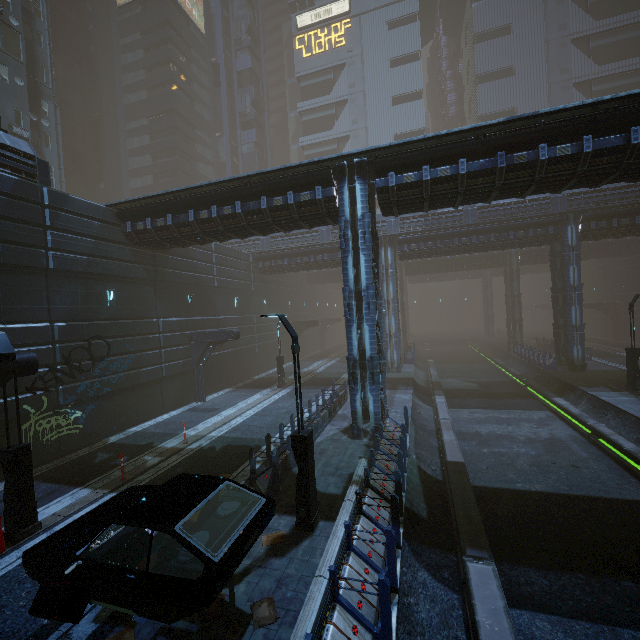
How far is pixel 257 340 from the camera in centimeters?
3150cm

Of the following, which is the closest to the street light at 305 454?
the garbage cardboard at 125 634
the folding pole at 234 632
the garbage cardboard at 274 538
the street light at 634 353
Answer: the garbage cardboard at 274 538

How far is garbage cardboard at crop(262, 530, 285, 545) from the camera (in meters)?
7.91

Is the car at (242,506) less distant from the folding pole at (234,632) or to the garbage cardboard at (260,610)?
the folding pole at (234,632)

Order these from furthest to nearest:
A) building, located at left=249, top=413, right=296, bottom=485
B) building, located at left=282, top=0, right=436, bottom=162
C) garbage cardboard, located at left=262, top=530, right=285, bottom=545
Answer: building, located at left=282, top=0, right=436, bottom=162
building, located at left=249, top=413, right=296, bottom=485
garbage cardboard, located at left=262, top=530, right=285, bottom=545

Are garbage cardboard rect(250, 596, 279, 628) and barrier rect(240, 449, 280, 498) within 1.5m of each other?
no

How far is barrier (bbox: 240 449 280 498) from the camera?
9.75m

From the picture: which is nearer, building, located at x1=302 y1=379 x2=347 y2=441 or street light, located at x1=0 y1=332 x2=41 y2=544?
street light, located at x1=0 y1=332 x2=41 y2=544
